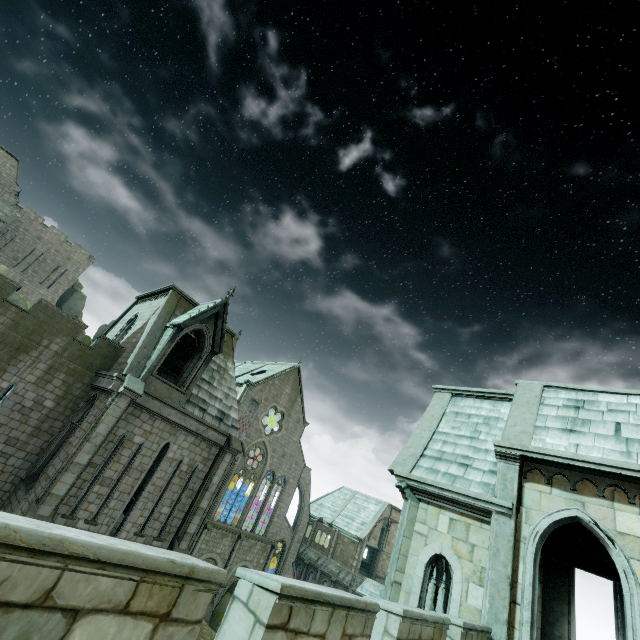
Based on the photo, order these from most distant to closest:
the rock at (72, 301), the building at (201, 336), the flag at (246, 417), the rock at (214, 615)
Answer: the rock at (72, 301), the flag at (246, 417), the rock at (214, 615), the building at (201, 336)

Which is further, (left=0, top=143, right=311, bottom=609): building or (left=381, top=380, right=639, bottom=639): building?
(left=0, top=143, right=311, bottom=609): building

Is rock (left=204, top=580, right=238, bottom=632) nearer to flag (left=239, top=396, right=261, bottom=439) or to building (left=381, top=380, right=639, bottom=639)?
building (left=381, top=380, right=639, bottom=639)

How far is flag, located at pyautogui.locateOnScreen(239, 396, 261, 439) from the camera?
37.1 meters

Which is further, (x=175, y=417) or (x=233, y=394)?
(x=233, y=394)

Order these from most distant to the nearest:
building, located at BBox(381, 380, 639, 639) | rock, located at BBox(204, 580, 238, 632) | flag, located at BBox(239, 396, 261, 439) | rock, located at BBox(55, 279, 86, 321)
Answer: rock, located at BBox(55, 279, 86, 321)
flag, located at BBox(239, 396, 261, 439)
rock, located at BBox(204, 580, 238, 632)
building, located at BBox(381, 380, 639, 639)

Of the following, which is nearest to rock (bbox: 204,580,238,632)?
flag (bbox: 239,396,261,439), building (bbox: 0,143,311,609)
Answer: building (bbox: 0,143,311,609)

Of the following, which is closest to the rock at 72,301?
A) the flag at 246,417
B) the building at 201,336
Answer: the building at 201,336
